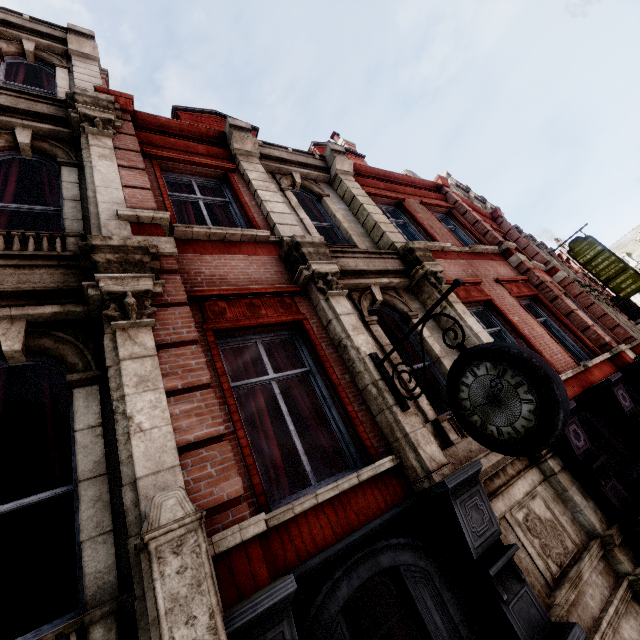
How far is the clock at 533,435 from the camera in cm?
261

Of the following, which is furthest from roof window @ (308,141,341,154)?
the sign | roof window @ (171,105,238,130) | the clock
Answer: the sign

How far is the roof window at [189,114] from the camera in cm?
894

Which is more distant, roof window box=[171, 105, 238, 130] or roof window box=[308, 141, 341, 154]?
roof window box=[308, 141, 341, 154]

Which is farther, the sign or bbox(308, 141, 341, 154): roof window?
the sign

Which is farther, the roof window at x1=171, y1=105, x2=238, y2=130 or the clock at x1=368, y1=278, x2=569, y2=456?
the roof window at x1=171, y1=105, x2=238, y2=130

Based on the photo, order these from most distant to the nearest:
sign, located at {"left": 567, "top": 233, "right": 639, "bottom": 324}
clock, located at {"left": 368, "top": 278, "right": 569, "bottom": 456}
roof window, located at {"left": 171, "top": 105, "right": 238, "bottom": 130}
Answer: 1. sign, located at {"left": 567, "top": 233, "right": 639, "bottom": 324}
2. roof window, located at {"left": 171, "top": 105, "right": 238, "bottom": 130}
3. clock, located at {"left": 368, "top": 278, "right": 569, "bottom": 456}

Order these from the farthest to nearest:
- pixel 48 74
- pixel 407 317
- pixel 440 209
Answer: pixel 440 209
pixel 48 74
pixel 407 317
